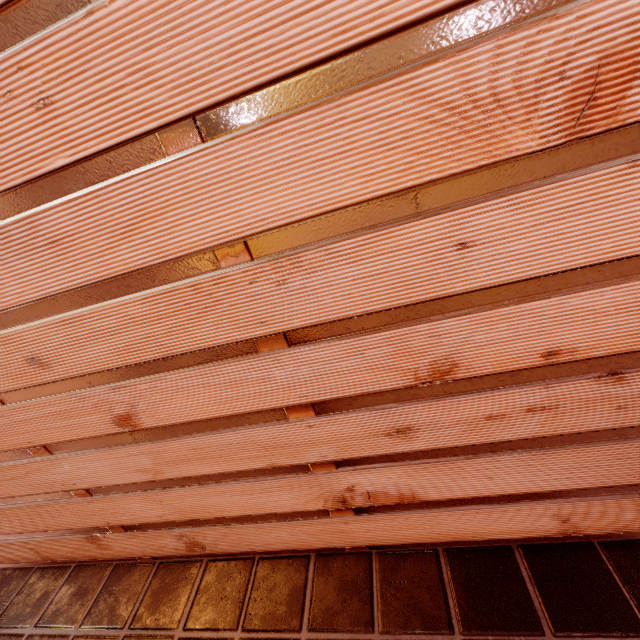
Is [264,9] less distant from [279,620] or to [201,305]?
[201,305]
